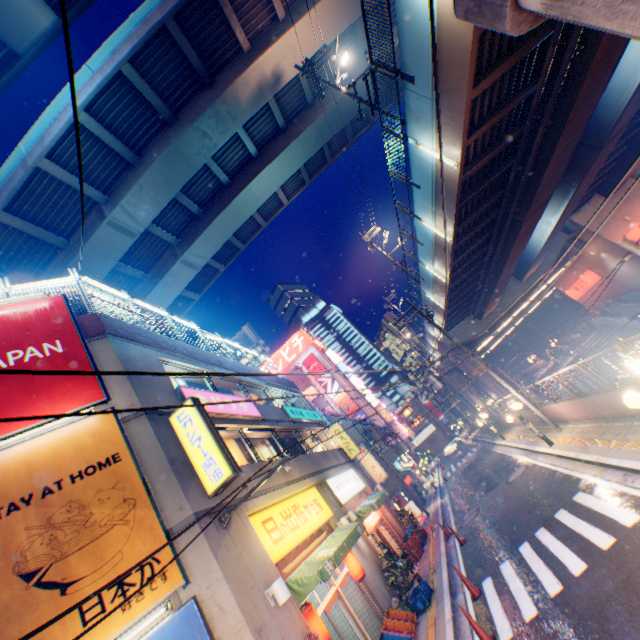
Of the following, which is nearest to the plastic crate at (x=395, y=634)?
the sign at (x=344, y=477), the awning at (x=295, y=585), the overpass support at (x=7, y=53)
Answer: the awning at (x=295, y=585)

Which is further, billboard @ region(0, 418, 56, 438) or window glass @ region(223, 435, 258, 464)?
window glass @ region(223, 435, 258, 464)

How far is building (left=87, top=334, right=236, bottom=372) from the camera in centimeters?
921cm

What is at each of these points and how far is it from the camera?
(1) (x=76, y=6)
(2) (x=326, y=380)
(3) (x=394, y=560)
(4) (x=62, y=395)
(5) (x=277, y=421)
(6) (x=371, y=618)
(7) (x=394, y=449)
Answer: (1) overpass support, 14.3m
(2) billboard, 57.1m
(3) plants, 13.1m
(4) billboard, 7.9m
(5) building, 15.6m
(6) building, 10.9m
(7) balcony, 31.7m

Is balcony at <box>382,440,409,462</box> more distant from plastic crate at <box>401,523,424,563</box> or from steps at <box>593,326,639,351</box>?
steps at <box>593,326,639,351</box>

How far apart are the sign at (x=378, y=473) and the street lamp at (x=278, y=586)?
22.4m

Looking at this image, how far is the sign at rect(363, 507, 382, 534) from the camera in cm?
1496

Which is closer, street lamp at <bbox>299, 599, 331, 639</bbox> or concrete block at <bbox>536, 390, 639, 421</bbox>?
street lamp at <bbox>299, 599, 331, 639</bbox>
